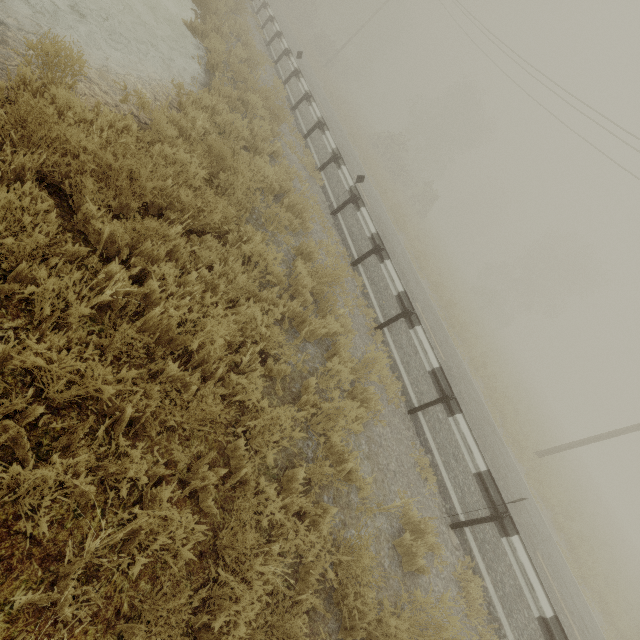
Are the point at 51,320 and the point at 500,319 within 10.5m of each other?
no
